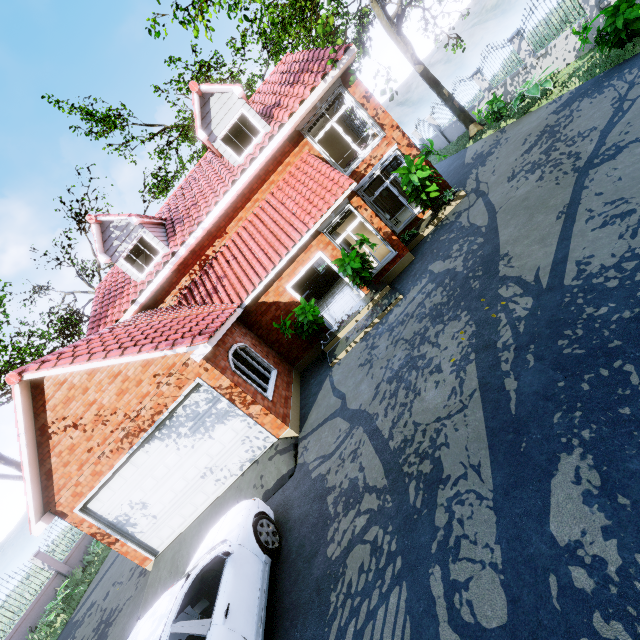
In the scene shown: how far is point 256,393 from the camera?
8.2 meters

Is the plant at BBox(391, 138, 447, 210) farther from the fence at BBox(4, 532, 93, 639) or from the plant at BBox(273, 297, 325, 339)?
the fence at BBox(4, 532, 93, 639)

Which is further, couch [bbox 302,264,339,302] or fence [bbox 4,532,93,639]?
couch [bbox 302,264,339,302]

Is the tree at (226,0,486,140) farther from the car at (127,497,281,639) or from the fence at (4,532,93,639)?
the car at (127,497,281,639)

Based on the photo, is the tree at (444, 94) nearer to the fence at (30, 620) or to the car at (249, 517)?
the fence at (30, 620)

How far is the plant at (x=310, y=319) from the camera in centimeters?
994cm

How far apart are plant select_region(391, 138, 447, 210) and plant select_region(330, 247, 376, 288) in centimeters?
274cm

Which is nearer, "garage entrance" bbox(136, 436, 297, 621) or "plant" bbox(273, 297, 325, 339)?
"garage entrance" bbox(136, 436, 297, 621)
